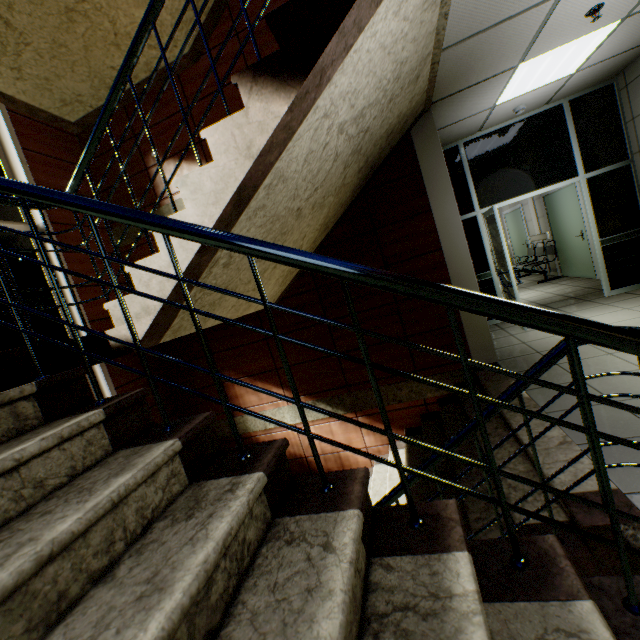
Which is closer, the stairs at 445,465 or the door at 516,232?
the stairs at 445,465

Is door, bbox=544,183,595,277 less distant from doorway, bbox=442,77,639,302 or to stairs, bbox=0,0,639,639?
doorway, bbox=442,77,639,302

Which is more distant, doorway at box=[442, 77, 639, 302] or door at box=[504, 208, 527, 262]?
door at box=[504, 208, 527, 262]

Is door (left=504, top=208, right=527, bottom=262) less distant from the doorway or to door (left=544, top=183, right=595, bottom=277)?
door (left=544, top=183, right=595, bottom=277)

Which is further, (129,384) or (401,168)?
(129,384)

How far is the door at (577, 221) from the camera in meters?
6.8 m

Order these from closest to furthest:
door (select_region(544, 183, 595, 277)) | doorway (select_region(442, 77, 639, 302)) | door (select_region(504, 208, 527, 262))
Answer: doorway (select_region(442, 77, 639, 302)), door (select_region(544, 183, 595, 277)), door (select_region(504, 208, 527, 262))

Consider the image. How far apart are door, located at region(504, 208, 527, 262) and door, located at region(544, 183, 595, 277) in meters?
1.7 m
